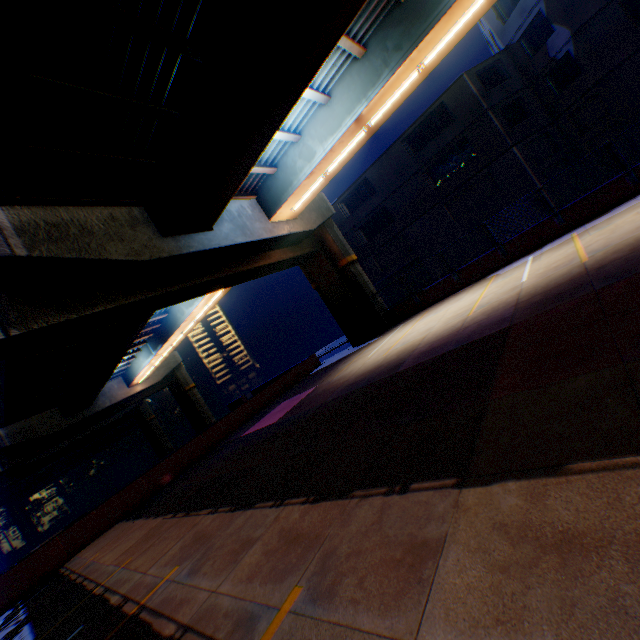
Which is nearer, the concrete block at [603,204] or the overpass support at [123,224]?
the overpass support at [123,224]

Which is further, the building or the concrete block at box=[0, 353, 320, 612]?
the building

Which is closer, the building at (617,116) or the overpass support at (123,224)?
the overpass support at (123,224)

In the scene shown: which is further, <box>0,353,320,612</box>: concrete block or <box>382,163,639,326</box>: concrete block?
<box>382,163,639,326</box>: concrete block

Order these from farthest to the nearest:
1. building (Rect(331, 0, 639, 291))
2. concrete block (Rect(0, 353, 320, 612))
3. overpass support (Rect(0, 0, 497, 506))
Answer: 1. building (Rect(331, 0, 639, 291))
2. concrete block (Rect(0, 353, 320, 612))
3. overpass support (Rect(0, 0, 497, 506))

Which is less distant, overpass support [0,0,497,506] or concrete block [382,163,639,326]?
overpass support [0,0,497,506]

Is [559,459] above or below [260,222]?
below

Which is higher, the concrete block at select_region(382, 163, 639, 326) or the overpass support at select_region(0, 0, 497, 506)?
the overpass support at select_region(0, 0, 497, 506)
